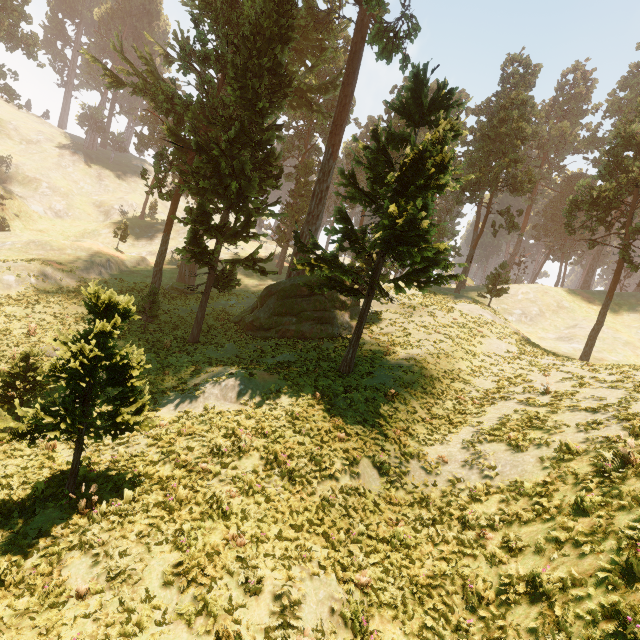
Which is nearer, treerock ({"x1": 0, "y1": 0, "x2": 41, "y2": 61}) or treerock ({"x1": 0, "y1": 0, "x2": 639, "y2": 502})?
treerock ({"x1": 0, "y1": 0, "x2": 639, "y2": 502})

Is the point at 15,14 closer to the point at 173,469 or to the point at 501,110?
the point at 501,110

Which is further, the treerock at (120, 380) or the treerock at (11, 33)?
the treerock at (11, 33)
